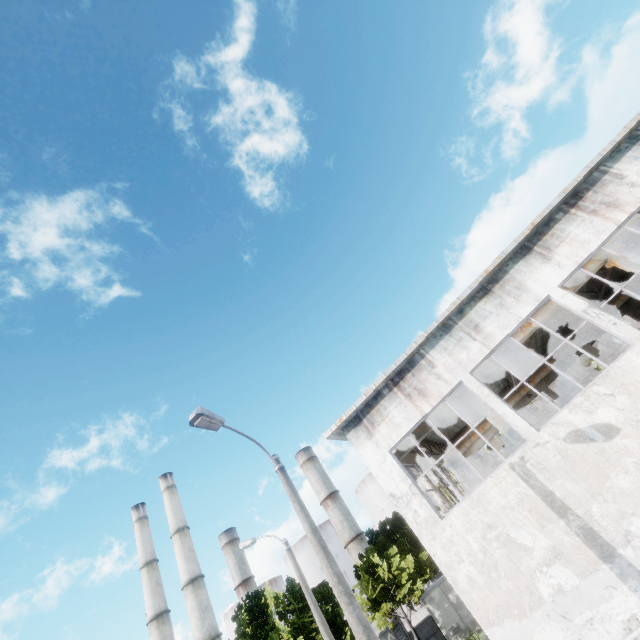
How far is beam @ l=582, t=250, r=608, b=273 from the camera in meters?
12.8 m

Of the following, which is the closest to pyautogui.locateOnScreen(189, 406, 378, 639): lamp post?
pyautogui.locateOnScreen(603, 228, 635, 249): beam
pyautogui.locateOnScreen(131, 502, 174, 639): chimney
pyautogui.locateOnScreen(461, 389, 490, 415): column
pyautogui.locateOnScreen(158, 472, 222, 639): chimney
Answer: pyautogui.locateOnScreen(603, 228, 635, 249): beam

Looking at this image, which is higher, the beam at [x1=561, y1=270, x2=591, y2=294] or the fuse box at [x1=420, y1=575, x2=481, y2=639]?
the beam at [x1=561, y1=270, x2=591, y2=294]

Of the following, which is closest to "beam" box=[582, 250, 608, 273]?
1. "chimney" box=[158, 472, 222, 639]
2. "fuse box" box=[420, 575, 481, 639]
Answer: "fuse box" box=[420, 575, 481, 639]

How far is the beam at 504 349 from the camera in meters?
13.5

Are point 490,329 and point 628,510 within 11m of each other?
yes

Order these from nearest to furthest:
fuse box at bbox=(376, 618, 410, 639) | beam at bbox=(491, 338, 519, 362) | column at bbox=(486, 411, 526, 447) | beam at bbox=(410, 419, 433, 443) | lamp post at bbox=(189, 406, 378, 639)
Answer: lamp post at bbox=(189, 406, 378, 639)
column at bbox=(486, 411, 526, 447)
beam at bbox=(491, 338, 519, 362)
beam at bbox=(410, 419, 433, 443)
fuse box at bbox=(376, 618, 410, 639)

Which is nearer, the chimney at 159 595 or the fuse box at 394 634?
the fuse box at 394 634
